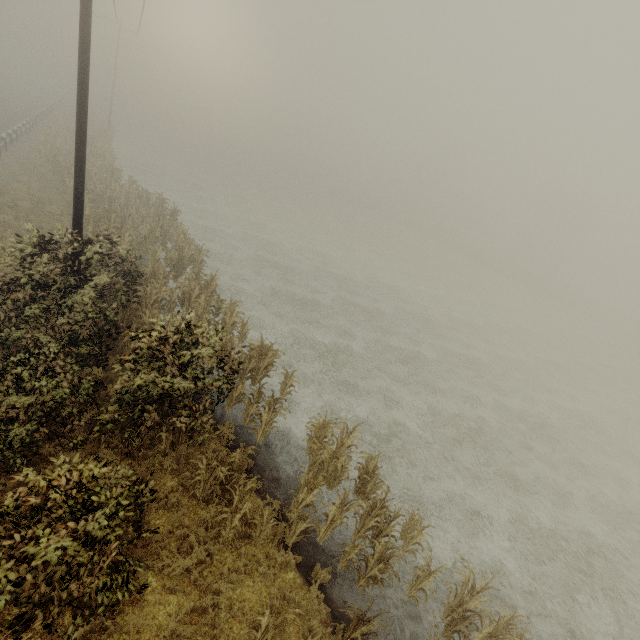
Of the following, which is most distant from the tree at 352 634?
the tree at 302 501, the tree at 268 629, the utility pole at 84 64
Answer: the utility pole at 84 64

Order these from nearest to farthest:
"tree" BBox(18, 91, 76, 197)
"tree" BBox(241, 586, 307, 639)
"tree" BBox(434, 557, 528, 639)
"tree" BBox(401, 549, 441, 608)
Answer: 1. "tree" BBox(241, 586, 307, 639)
2. "tree" BBox(434, 557, 528, 639)
3. "tree" BBox(401, 549, 441, 608)
4. "tree" BBox(18, 91, 76, 197)

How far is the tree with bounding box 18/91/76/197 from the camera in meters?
22.0 m

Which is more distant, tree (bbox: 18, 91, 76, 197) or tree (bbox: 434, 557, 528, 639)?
tree (bbox: 18, 91, 76, 197)

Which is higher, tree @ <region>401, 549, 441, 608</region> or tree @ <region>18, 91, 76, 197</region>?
tree @ <region>18, 91, 76, 197</region>

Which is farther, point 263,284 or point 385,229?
point 385,229

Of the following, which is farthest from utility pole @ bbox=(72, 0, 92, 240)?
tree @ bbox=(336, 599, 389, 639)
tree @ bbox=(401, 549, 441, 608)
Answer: tree @ bbox=(401, 549, 441, 608)

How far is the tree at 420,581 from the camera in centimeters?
693cm
